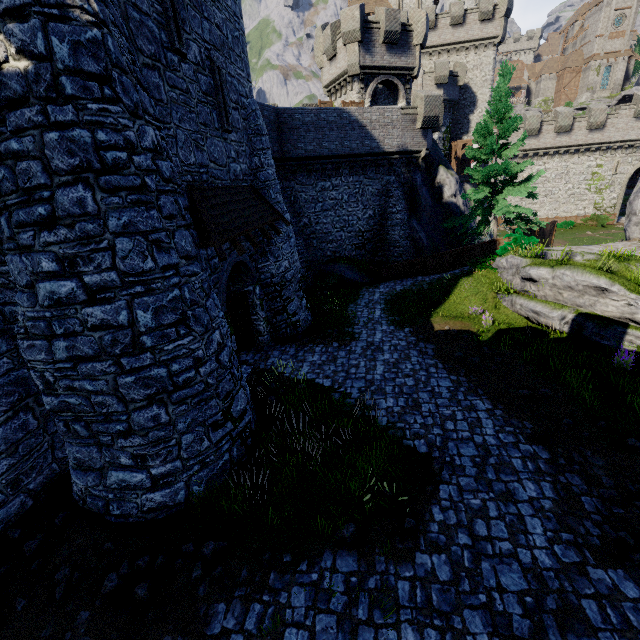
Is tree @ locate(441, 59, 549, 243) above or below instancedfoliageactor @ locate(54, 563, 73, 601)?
above

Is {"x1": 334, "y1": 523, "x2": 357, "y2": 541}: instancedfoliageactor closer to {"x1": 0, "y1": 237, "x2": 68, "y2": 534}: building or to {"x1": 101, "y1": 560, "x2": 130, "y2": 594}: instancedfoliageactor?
{"x1": 101, "y1": 560, "x2": 130, "y2": 594}: instancedfoliageactor

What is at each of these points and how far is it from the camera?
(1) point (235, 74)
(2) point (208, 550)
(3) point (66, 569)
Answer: (1) building, 11.2 meters
(2) instancedfoliageactor, 6.1 meters
(3) instancedfoliageactor, 6.1 meters

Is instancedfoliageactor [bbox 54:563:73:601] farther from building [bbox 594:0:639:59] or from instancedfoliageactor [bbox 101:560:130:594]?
building [bbox 594:0:639:59]

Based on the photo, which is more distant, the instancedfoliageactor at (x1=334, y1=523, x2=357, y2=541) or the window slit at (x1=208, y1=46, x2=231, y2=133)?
the window slit at (x1=208, y1=46, x2=231, y2=133)

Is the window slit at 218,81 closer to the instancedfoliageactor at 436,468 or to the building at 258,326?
the building at 258,326

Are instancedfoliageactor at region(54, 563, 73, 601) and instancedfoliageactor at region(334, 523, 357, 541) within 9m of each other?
yes

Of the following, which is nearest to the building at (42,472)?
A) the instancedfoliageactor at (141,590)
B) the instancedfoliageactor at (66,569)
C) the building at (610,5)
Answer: the instancedfoliageactor at (66,569)
